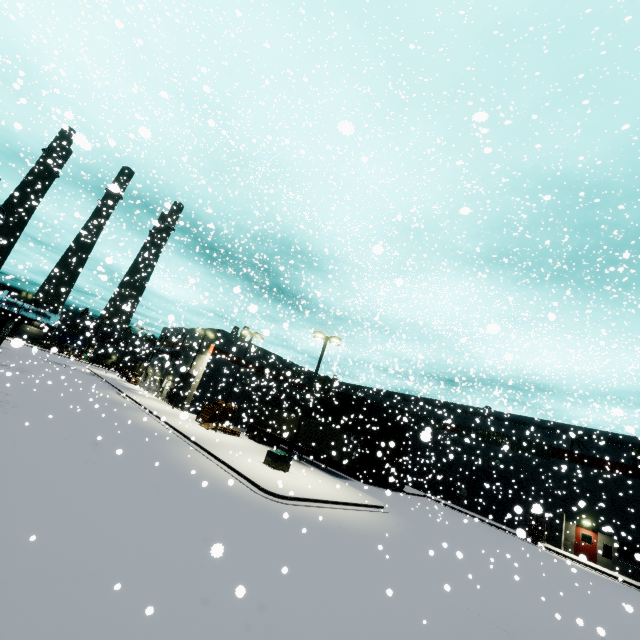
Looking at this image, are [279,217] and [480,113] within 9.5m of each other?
yes

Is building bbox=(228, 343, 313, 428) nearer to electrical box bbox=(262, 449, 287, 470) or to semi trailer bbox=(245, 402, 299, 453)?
semi trailer bbox=(245, 402, 299, 453)

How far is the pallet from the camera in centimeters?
3083cm

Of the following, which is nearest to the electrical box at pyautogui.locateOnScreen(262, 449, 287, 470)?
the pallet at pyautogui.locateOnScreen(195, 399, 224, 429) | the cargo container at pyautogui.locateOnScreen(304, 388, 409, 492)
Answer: the cargo container at pyautogui.locateOnScreen(304, 388, 409, 492)

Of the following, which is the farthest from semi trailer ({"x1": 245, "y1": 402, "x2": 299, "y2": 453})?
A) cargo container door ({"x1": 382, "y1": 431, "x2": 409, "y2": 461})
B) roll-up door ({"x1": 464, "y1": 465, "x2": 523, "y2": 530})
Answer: roll-up door ({"x1": 464, "y1": 465, "x2": 523, "y2": 530})

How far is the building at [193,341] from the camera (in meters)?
35.96

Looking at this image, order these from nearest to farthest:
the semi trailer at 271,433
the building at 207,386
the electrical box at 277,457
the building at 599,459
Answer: the electrical box at 277,457 < the building at 599,459 < the semi trailer at 271,433 < the building at 207,386

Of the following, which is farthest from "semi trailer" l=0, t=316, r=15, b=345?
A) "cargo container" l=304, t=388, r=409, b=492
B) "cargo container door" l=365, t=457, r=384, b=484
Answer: "cargo container door" l=365, t=457, r=384, b=484
